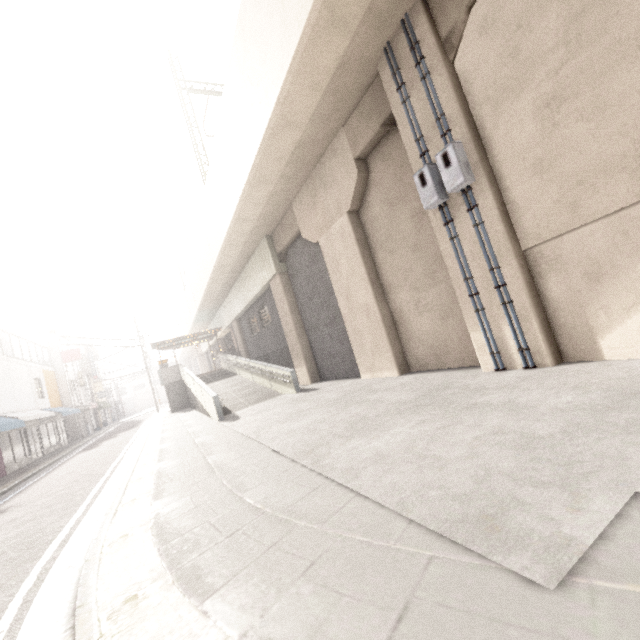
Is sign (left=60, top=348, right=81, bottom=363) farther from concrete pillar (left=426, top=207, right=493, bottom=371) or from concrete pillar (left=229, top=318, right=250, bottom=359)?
concrete pillar (left=426, top=207, right=493, bottom=371)

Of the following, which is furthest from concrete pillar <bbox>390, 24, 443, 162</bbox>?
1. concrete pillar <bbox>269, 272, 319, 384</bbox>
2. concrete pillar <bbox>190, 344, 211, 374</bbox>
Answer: concrete pillar <bbox>190, 344, 211, 374</bbox>

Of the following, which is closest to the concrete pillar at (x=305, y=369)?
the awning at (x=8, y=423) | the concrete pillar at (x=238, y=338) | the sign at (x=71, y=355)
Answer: the concrete pillar at (x=238, y=338)

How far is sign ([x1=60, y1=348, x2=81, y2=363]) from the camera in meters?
27.1 m

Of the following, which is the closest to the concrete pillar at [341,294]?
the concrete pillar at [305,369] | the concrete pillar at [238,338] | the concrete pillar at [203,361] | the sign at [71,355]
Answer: the concrete pillar at [305,369]

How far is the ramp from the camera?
12.52m

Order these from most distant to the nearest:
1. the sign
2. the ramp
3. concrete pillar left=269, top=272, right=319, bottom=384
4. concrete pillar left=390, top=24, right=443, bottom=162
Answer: the sign → concrete pillar left=269, top=272, right=319, bottom=384 → the ramp → concrete pillar left=390, top=24, right=443, bottom=162

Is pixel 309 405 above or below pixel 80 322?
below
